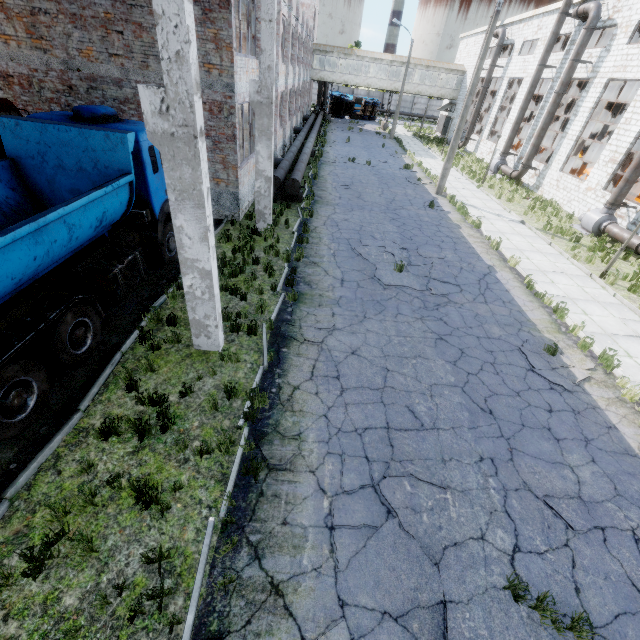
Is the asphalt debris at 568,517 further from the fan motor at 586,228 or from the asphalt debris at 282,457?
the fan motor at 586,228

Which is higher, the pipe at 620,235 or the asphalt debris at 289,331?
the pipe at 620,235

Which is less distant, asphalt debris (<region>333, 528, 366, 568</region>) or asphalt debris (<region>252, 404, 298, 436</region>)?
asphalt debris (<region>333, 528, 366, 568</region>)

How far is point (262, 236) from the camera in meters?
12.4

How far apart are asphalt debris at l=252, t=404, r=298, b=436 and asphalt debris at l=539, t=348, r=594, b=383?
6.04m

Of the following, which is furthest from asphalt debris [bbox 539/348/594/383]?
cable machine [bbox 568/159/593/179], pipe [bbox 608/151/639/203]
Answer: cable machine [bbox 568/159/593/179]

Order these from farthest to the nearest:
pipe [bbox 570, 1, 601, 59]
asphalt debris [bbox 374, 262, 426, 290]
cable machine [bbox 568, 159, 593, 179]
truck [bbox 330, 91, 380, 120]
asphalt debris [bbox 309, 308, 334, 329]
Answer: truck [bbox 330, 91, 380, 120] < cable machine [bbox 568, 159, 593, 179] < pipe [bbox 570, 1, 601, 59] < asphalt debris [bbox 374, 262, 426, 290] < asphalt debris [bbox 309, 308, 334, 329]

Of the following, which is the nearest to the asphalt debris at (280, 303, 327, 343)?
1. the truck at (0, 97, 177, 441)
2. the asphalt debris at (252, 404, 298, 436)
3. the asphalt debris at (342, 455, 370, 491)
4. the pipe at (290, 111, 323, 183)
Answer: the asphalt debris at (252, 404, 298, 436)
